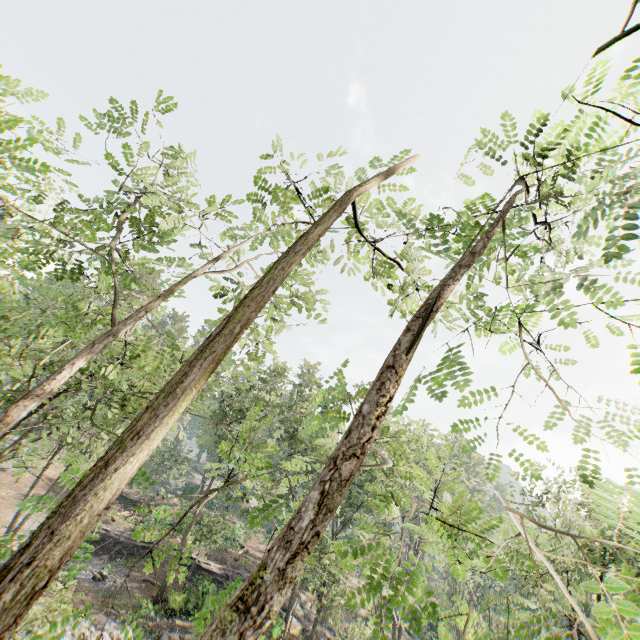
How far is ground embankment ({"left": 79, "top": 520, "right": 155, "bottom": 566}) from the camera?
30.1m

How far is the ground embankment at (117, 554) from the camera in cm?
3009

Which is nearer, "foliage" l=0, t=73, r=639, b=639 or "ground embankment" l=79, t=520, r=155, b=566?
"foliage" l=0, t=73, r=639, b=639

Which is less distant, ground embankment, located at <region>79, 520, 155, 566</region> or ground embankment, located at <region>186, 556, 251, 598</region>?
ground embankment, located at <region>186, 556, 251, 598</region>

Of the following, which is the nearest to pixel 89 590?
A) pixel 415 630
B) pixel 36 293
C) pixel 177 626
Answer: pixel 177 626

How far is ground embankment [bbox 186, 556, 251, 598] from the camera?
23.7 meters

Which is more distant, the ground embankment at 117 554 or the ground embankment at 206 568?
the ground embankment at 117 554

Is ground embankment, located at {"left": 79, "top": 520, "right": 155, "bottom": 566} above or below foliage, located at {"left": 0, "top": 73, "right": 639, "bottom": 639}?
below
